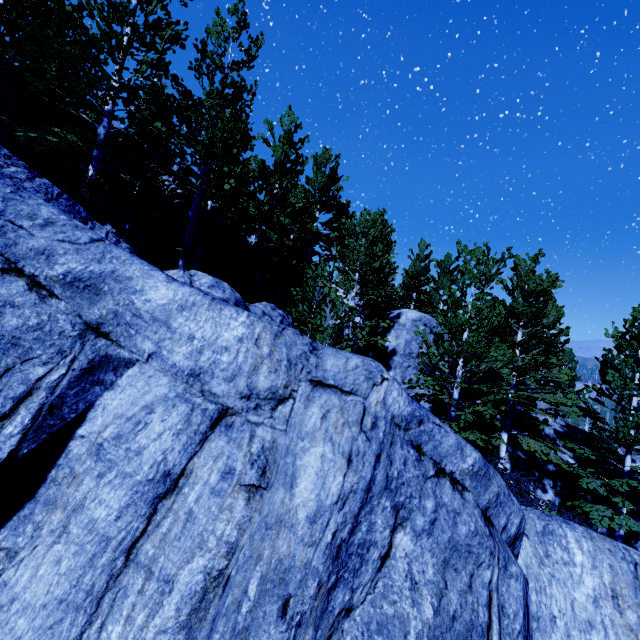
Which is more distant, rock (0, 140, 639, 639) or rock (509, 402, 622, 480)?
rock (509, 402, 622, 480)

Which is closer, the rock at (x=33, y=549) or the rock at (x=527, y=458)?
the rock at (x=33, y=549)

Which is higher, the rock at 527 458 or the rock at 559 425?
the rock at 559 425

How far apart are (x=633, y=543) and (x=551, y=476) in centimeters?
585cm

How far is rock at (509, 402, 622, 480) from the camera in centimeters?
1566cm

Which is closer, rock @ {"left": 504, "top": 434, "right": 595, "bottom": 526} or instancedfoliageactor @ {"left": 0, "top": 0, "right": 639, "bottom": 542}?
instancedfoliageactor @ {"left": 0, "top": 0, "right": 639, "bottom": 542}

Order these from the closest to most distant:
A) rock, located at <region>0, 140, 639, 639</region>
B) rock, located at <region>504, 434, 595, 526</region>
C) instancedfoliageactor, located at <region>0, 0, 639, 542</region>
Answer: A: rock, located at <region>0, 140, 639, 639</region> → instancedfoliageactor, located at <region>0, 0, 639, 542</region> → rock, located at <region>504, 434, 595, 526</region>
